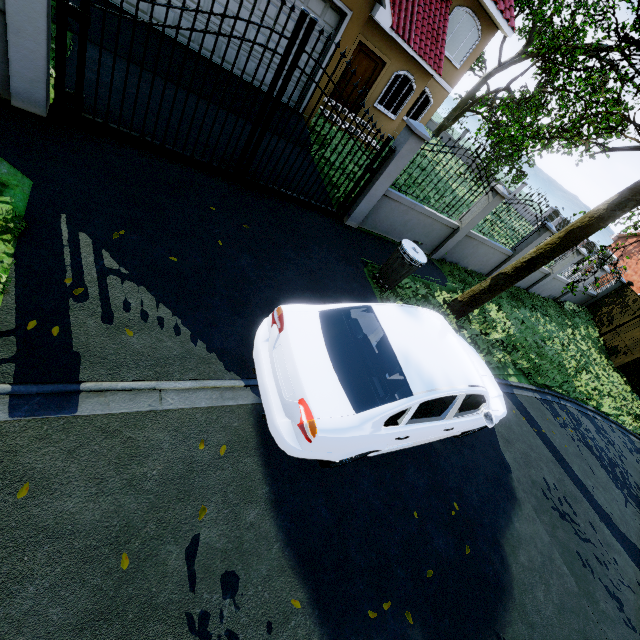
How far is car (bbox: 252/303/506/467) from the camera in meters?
3.0 m

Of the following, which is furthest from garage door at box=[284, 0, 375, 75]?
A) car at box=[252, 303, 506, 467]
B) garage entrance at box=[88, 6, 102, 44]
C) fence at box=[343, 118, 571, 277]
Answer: car at box=[252, 303, 506, 467]

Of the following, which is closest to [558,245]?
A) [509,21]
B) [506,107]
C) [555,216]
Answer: [509,21]

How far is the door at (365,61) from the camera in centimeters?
1221cm

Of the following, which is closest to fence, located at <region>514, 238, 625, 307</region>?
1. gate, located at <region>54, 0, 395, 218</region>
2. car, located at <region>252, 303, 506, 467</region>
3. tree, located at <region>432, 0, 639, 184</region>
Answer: gate, located at <region>54, 0, 395, 218</region>

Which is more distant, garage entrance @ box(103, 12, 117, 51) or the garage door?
the garage door

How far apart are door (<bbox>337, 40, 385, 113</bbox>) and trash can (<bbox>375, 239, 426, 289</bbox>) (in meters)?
9.99

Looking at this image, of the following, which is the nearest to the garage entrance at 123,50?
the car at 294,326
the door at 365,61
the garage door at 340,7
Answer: the garage door at 340,7
